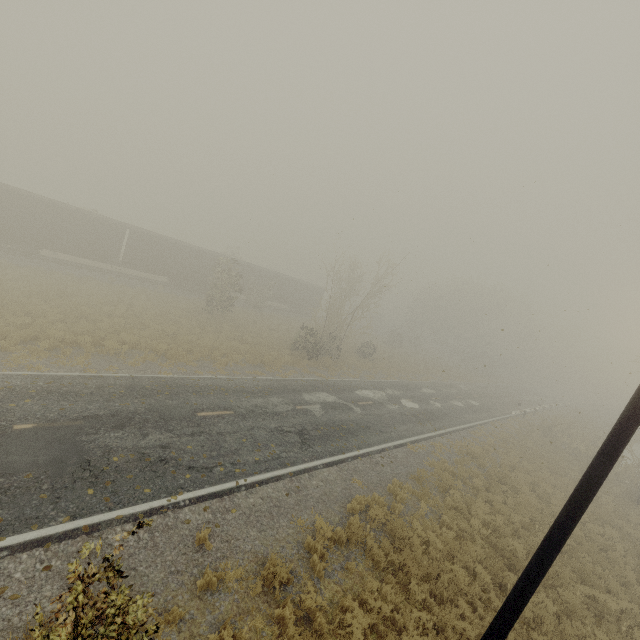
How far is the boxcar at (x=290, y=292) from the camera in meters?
38.7 m

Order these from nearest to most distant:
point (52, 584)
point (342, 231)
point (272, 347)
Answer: point (52, 584) < point (342, 231) < point (272, 347)

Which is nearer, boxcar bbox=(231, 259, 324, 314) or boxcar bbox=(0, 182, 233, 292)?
boxcar bbox=(0, 182, 233, 292)

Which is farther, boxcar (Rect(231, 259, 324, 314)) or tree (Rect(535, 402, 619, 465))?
boxcar (Rect(231, 259, 324, 314))

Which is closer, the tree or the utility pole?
the utility pole

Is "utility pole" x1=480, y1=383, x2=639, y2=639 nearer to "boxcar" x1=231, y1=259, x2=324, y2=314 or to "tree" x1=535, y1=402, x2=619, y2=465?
"boxcar" x1=231, y1=259, x2=324, y2=314

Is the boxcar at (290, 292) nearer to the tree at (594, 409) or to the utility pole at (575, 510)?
the utility pole at (575, 510)

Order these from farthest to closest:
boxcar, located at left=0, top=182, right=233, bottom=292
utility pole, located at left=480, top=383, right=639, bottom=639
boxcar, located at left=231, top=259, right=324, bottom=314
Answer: boxcar, located at left=231, top=259, right=324, bottom=314, boxcar, located at left=0, top=182, right=233, bottom=292, utility pole, located at left=480, top=383, right=639, bottom=639
